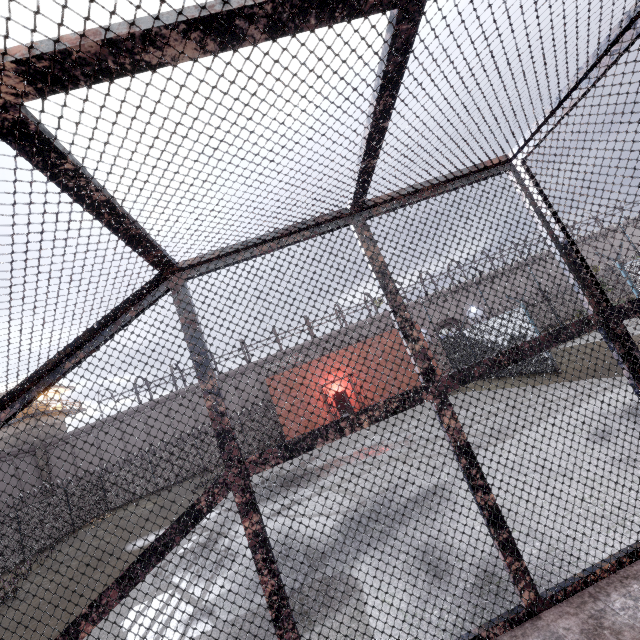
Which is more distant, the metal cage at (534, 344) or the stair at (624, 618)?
the stair at (624, 618)

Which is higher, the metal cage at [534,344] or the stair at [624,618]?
the metal cage at [534,344]

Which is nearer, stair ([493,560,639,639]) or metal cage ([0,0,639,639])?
metal cage ([0,0,639,639])

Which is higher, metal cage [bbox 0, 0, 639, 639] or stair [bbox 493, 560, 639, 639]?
metal cage [bbox 0, 0, 639, 639]

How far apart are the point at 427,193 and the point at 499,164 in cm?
71
